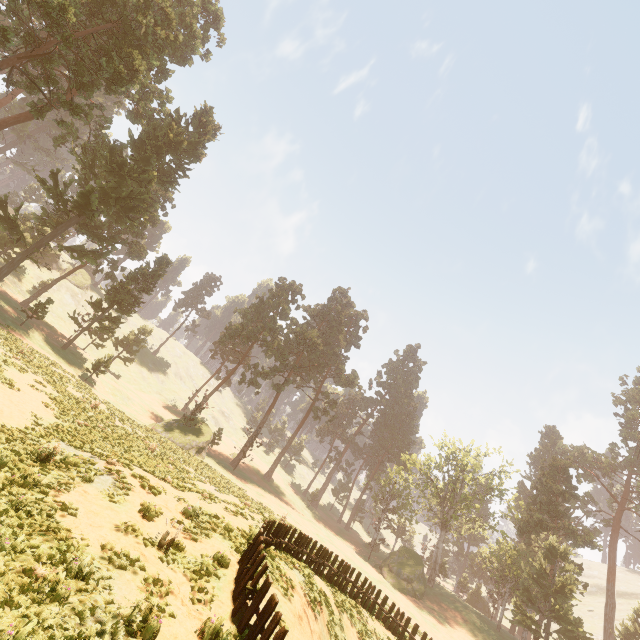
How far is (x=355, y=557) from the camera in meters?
41.3 m

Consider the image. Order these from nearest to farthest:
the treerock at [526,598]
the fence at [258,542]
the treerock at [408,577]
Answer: the fence at [258,542] → the treerock at [526,598] → the treerock at [408,577]

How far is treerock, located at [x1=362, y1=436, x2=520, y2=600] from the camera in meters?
44.0 m

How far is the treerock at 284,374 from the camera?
37.16m

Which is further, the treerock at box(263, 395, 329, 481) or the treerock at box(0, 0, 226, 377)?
the treerock at box(263, 395, 329, 481)

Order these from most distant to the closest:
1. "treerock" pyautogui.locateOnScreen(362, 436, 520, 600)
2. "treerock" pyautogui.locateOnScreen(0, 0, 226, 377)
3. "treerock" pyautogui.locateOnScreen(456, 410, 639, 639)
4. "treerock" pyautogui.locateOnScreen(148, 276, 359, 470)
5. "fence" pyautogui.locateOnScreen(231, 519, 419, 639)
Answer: "treerock" pyautogui.locateOnScreen(362, 436, 520, 600)
"treerock" pyautogui.locateOnScreen(148, 276, 359, 470)
"treerock" pyautogui.locateOnScreen(456, 410, 639, 639)
"treerock" pyautogui.locateOnScreen(0, 0, 226, 377)
"fence" pyautogui.locateOnScreen(231, 519, 419, 639)
